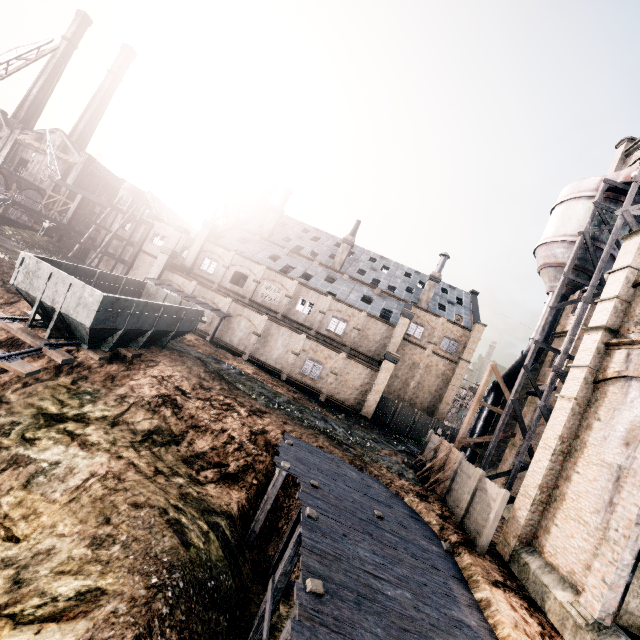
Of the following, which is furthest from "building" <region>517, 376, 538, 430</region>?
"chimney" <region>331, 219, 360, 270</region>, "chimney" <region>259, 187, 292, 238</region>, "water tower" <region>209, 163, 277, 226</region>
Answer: "water tower" <region>209, 163, 277, 226</region>

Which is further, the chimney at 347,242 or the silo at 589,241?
the chimney at 347,242

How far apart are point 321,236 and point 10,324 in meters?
42.3 m

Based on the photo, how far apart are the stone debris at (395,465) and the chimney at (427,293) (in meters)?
24.38

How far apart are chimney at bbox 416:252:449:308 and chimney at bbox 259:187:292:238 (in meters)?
21.98

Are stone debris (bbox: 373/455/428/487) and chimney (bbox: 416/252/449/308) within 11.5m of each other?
no

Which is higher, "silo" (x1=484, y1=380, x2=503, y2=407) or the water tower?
the water tower

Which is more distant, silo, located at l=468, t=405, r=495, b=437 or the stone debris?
silo, located at l=468, t=405, r=495, b=437
